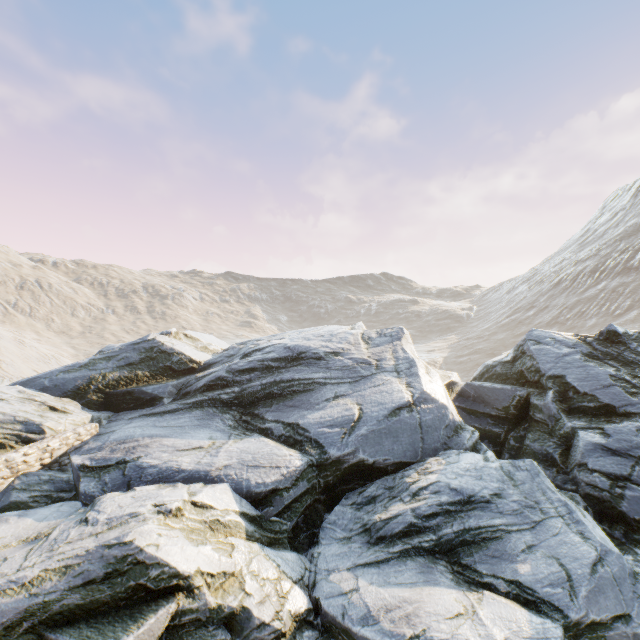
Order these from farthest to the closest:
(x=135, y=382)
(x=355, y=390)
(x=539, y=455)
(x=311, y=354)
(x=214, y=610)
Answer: (x=135, y=382), (x=311, y=354), (x=355, y=390), (x=539, y=455), (x=214, y=610)
